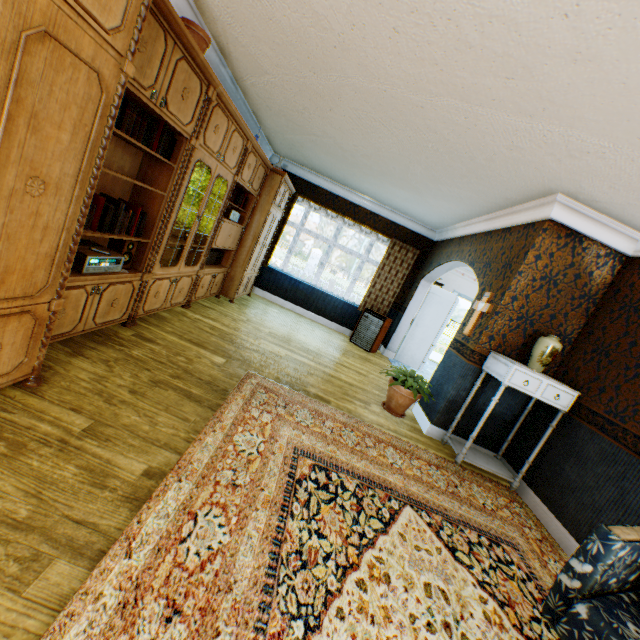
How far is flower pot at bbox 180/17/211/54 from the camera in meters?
2.8 m

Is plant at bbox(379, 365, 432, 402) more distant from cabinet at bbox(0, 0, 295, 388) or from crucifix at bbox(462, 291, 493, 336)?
cabinet at bbox(0, 0, 295, 388)

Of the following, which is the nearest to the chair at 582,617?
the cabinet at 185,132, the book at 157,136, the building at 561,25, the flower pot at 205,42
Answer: the building at 561,25

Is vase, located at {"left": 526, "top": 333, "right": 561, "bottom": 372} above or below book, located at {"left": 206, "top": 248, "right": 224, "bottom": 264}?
above

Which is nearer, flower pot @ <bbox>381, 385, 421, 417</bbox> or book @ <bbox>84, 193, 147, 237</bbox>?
book @ <bbox>84, 193, 147, 237</bbox>

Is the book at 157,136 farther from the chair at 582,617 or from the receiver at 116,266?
the chair at 582,617

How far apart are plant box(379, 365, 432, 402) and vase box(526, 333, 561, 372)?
1.2 meters

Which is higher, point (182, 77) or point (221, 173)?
point (182, 77)
